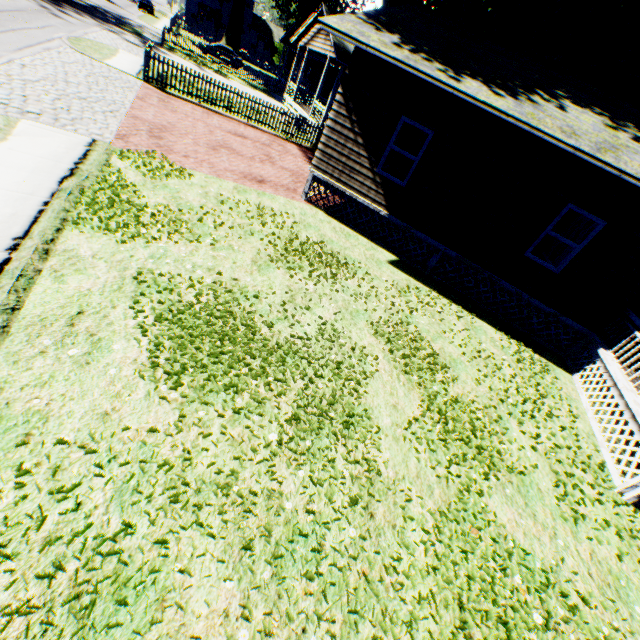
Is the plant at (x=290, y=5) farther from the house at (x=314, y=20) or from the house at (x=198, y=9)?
the house at (x=198, y=9)

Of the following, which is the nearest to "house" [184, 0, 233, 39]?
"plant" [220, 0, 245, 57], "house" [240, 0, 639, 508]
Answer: "plant" [220, 0, 245, 57]

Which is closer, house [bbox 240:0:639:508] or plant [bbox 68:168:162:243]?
plant [bbox 68:168:162:243]

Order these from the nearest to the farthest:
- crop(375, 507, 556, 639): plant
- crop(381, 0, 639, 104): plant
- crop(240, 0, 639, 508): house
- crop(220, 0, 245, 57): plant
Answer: crop(375, 507, 556, 639): plant < crop(240, 0, 639, 508): house < crop(381, 0, 639, 104): plant < crop(220, 0, 245, 57): plant

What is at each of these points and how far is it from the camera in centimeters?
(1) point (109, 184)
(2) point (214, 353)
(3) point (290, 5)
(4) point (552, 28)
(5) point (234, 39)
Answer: (1) plant, 690cm
(2) plant, 452cm
(3) plant, 1573cm
(4) plant, 1254cm
(5) plant, 4369cm

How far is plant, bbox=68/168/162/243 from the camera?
5.7m

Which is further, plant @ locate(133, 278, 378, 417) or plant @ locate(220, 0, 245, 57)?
plant @ locate(220, 0, 245, 57)
